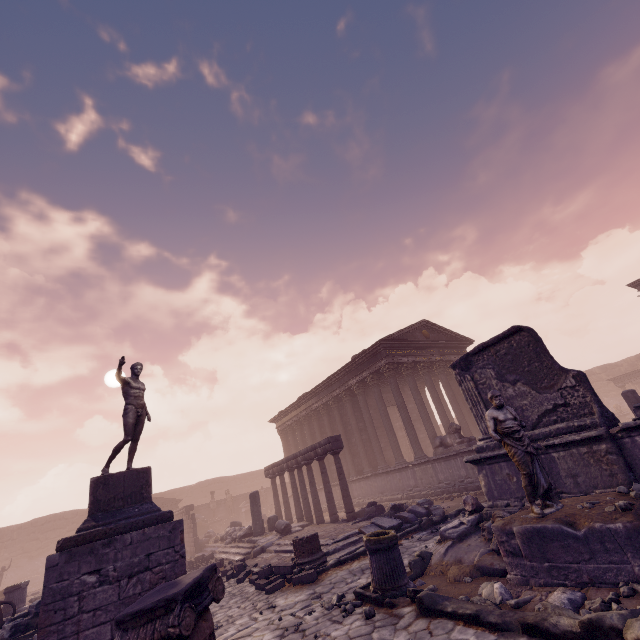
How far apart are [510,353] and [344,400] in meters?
13.9 m

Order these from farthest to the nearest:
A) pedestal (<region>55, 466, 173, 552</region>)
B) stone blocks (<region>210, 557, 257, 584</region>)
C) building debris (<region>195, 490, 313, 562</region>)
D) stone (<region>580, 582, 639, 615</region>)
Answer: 1. building debris (<region>195, 490, 313, 562</region>)
2. stone blocks (<region>210, 557, 257, 584</region>)
3. pedestal (<region>55, 466, 173, 552</region>)
4. stone (<region>580, 582, 639, 615</region>)

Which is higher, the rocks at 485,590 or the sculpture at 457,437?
the sculpture at 457,437

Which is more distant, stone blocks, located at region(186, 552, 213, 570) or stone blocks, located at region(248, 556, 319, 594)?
stone blocks, located at region(186, 552, 213, 570)

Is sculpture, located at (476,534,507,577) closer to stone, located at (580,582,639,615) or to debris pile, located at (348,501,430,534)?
stone, located at (580,582,639,615)

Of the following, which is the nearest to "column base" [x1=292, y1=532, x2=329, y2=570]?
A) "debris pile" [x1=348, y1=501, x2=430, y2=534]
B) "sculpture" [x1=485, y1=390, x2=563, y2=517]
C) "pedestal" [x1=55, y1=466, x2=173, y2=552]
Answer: "debris pile" [x1=348, y1=501, x2=430, y2=534]

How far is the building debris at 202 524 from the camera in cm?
2377

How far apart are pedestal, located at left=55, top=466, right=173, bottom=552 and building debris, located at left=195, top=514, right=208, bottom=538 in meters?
18.6 m
